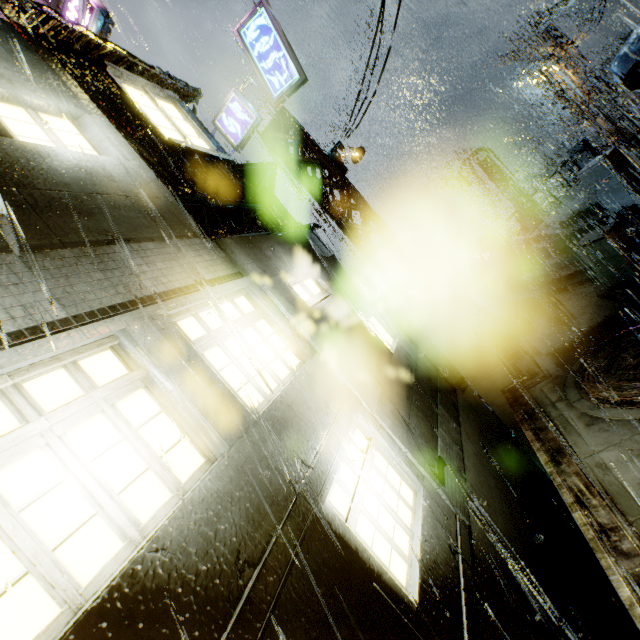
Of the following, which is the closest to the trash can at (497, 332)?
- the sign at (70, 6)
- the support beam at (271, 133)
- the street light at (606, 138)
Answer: the support beam at (271, 133)

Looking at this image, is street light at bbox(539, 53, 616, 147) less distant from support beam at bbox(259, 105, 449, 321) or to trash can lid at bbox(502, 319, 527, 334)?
trash can lid at bbox(502, 319, 527, 334)

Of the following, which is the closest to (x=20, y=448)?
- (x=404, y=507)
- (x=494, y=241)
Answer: (x=404, y=507)

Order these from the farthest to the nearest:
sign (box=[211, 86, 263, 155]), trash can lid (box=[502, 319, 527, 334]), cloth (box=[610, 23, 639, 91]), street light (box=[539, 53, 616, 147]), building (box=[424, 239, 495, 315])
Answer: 1. street light (box=[539, 53, 616, 147])
2. building (box=[424, 239, 495, 315])
3. trash can lid (box=[502, 319, 527, 334])
4. sign (box=[211, 86, 263, 155])
5. cloth (box=[610, 23, 639, 91])

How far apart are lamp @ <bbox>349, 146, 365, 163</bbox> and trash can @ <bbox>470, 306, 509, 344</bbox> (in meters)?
6.64

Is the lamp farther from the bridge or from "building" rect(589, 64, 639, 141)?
the bridge

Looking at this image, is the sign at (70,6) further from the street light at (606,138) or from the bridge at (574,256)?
the street light at (606,138)

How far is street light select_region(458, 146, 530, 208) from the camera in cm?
2191
